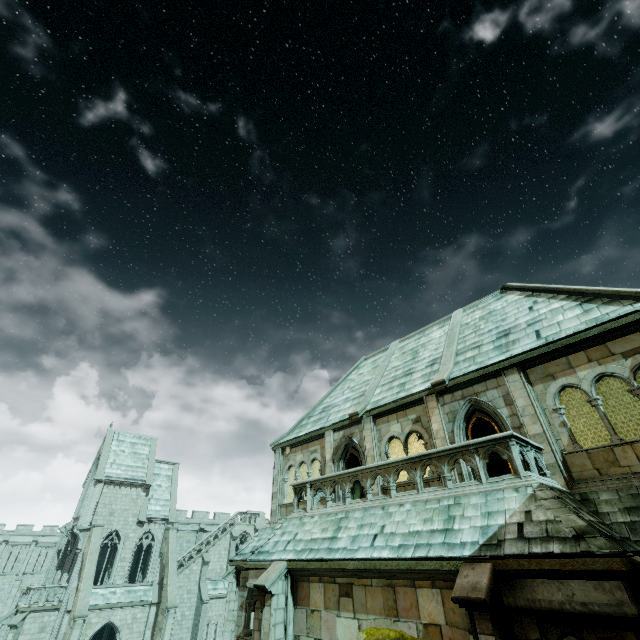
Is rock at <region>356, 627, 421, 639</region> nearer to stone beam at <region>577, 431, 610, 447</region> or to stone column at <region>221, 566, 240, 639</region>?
stone column at <region>221, 566, 240, 639</region>

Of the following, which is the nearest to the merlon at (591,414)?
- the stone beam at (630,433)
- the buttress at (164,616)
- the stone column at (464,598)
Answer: the stone beam at (630,433)

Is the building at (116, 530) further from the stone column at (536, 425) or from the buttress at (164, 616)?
the stone column at (536, 425)

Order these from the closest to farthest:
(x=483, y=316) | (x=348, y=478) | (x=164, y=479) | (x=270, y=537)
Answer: (x=348, y=478)
(x=270, y=537)
(x=483, y=316)
(x=164, y=479)

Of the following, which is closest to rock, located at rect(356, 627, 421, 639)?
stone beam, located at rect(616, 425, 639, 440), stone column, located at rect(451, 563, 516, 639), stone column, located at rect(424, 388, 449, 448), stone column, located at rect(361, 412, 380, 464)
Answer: stone column, located at rect(451, 563, 516, 639)

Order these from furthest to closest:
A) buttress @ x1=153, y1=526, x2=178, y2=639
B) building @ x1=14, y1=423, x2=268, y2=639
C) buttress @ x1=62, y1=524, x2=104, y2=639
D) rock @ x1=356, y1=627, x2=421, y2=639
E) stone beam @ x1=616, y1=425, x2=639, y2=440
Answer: building @ x1=14, y1=423, x2=268, y2=639 → buttress @ x1=153, y1=526, x2=178, y2=639 → buttress @ x1=62, y1=524, x2=104, y2=639 → stone beam @ x1=616, y1=425, x2=639, y2=440 → rock @ x1=356, y1=627, x2=421, y2=639

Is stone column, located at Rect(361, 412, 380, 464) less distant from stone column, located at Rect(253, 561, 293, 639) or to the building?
stone column, located at Rect(253, 561, 293, 639)

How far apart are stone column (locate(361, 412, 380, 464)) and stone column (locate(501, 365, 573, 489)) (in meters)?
5.76
